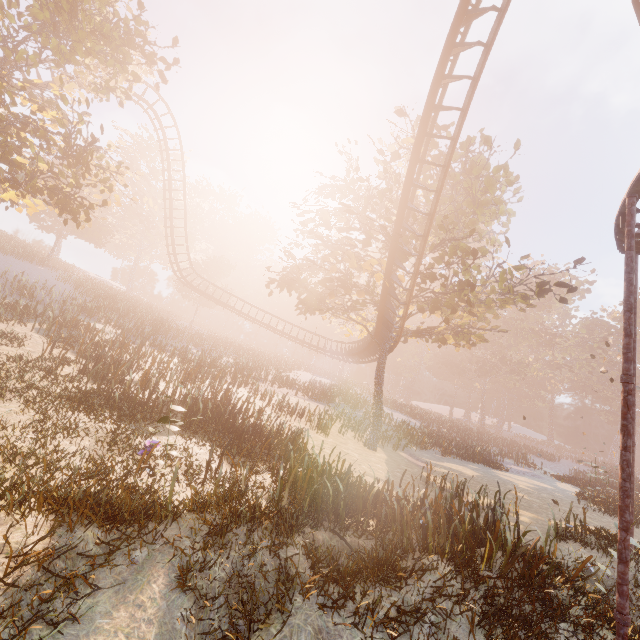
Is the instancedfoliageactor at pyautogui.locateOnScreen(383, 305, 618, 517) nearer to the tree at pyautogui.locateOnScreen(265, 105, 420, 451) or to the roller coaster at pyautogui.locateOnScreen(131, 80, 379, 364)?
the tree at pyautogui.locateOnScreen(265, 105, 420, 451)

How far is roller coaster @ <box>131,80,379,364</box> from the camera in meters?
28.7

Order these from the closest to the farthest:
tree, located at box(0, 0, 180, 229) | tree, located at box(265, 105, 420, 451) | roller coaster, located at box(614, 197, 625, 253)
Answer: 1. roller coaster, located at box(614, 197, 625, 253)
2. tree, located at box(0, 0, 180, 229)
3. tree, located at box(265, 105, 420, 451)

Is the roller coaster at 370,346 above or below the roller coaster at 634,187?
below

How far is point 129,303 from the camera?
36.84m

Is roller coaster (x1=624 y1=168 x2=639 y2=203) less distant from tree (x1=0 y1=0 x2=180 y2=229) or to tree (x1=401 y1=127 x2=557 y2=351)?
tree (x1=401 y1=127 x2=557 y2=351)

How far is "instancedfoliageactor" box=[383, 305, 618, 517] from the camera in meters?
25.2 m

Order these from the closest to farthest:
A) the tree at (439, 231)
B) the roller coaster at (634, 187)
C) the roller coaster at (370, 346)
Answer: the roller coaster at (634, 187) → the tree at (439, 231) → the roller coaster at (370, 346)
